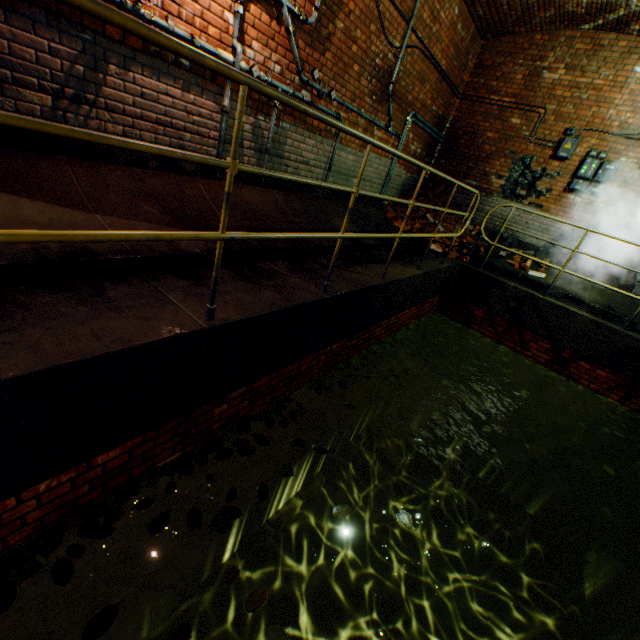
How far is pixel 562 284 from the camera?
6.9m

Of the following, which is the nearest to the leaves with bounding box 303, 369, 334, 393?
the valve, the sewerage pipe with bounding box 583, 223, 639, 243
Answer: the sewerage pipe with bounding box 583, 223, 639, 243

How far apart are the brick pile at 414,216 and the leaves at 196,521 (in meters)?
6.62

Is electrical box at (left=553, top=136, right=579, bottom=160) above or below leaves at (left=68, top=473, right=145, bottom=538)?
above

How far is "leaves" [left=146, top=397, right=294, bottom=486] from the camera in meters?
2.4 m

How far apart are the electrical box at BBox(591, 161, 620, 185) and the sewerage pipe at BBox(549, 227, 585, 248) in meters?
0.6 m

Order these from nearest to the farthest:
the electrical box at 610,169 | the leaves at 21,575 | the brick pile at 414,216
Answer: the leaves at 21,575
the electrical box at 610,169
the brick pile at 414,216

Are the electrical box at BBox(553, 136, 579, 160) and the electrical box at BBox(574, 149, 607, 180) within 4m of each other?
yes
